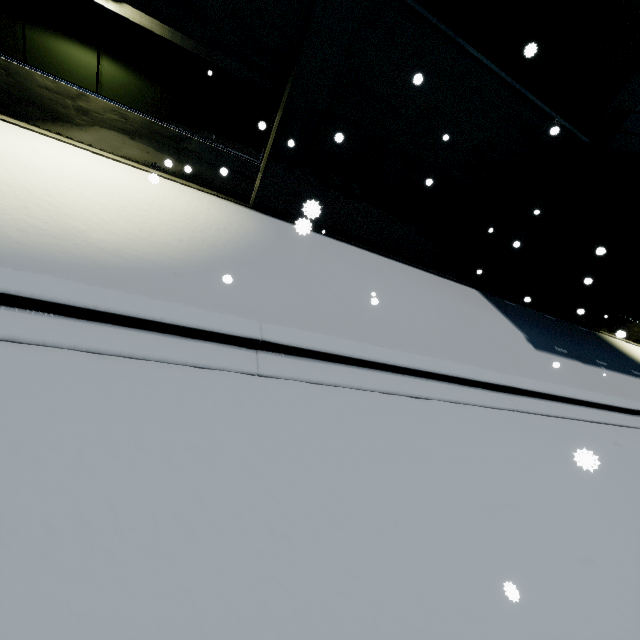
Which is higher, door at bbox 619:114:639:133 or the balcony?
door at bbox 619:114:639:133

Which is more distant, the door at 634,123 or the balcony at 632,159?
the door at 634,123

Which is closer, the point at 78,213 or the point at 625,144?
the point at 78,213

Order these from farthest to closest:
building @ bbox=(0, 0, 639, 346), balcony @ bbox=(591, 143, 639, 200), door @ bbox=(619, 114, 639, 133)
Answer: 1. door @ bbox=(619, 114, 639, 133)
2. balcony @ bbox=(591, 143, 639, 200)
3. building @ bbox=(0, 0, 639, 346)

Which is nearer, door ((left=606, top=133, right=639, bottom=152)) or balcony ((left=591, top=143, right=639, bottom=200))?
balcony ((left=591, top=143, right=639, bottom=200))

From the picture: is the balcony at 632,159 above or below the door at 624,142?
below

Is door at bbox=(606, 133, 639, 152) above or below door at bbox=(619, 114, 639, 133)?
below
